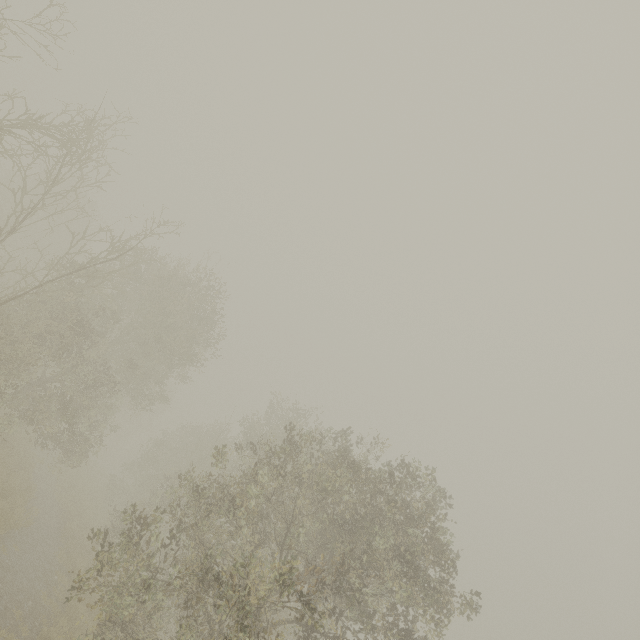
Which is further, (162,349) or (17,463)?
(162,349)
